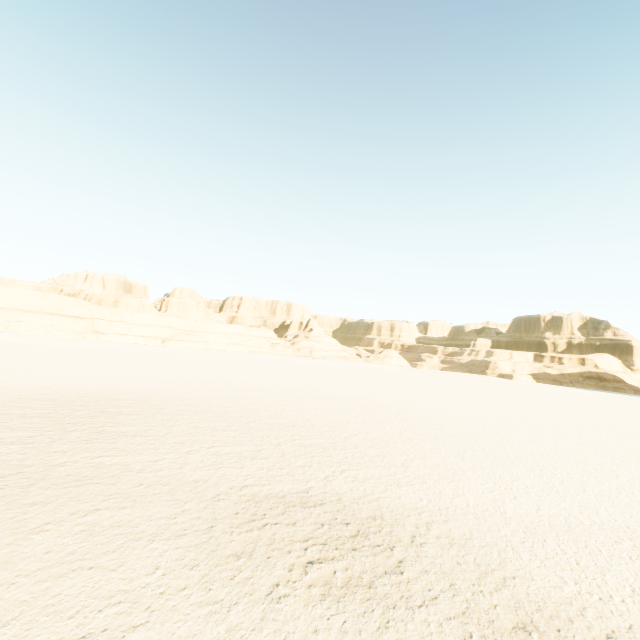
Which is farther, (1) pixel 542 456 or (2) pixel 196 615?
(1) pixel 542 456
